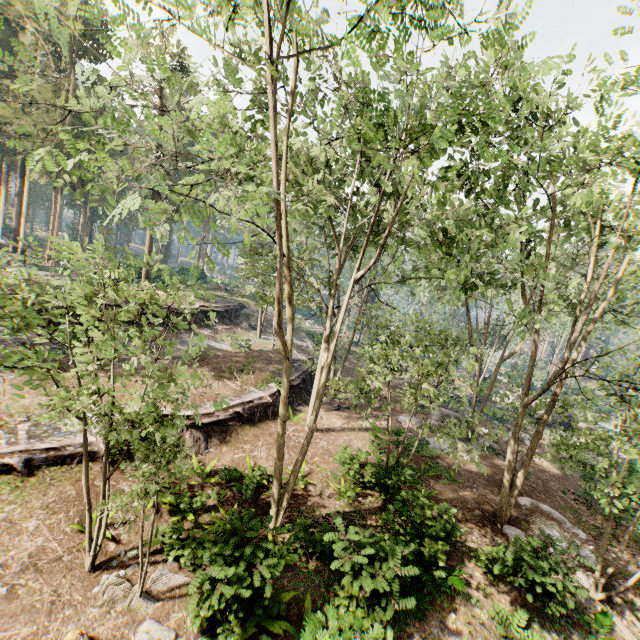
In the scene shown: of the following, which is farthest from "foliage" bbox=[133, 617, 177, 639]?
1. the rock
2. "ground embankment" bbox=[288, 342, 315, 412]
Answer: "ground embankment" bbox=[288, 342, 315, 412]

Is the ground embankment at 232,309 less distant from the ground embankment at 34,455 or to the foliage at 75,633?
the foliage at 75,633

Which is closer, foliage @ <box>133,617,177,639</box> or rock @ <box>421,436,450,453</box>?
foliage @ <box>133,617,177,639</box>

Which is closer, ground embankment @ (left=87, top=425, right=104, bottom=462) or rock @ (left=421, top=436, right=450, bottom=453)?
ground embankment @ (left=87, top=425, right=104, bottom=462)

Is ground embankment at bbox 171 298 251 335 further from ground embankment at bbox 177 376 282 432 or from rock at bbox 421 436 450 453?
Answer: rock at bbox 421 436 450 453

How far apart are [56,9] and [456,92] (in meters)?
51.99

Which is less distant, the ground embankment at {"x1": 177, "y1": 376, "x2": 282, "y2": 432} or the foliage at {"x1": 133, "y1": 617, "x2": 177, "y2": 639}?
the foliage at {"x1": 133, "y1": 617, "x2": 177, "y2": 639}
